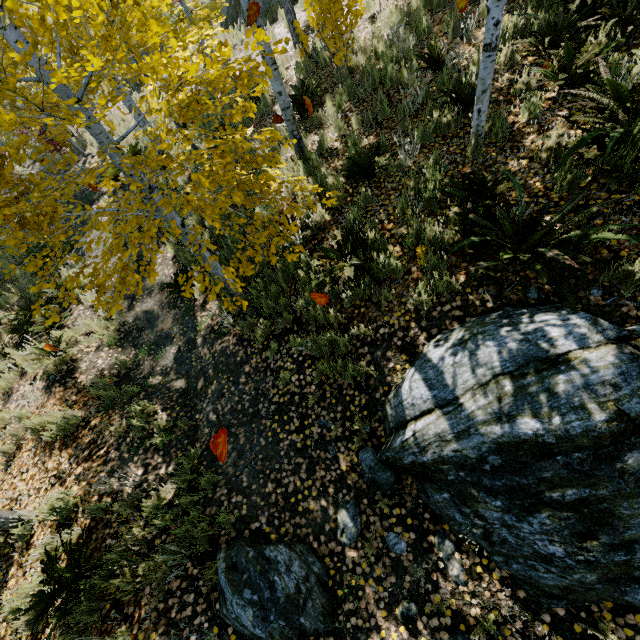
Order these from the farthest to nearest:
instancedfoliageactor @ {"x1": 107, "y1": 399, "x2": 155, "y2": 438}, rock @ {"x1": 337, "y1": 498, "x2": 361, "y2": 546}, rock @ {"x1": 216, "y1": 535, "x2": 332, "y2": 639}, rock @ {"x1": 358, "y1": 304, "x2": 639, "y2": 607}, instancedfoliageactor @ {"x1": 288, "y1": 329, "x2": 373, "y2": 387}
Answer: instancedfoliageactor @ {"x1": 107, "y1": 399, "x2": 155, "y2": 438}, instancedfoliageactor @ {"x1": 288, "y1": 329, "x2": 373, "y2": 387}, rock @ {"x1": 337, "y1": 498, "x2": 361, "y2": 546}, rock @ {"x1": 216, "y1": 535, "x2": 332, "y2": 639}, rock @ {"x1": 358, "y1": 304, "x2": 639, "y2": 607}

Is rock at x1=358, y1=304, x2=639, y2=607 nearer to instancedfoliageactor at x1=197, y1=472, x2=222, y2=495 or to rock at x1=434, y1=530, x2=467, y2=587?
instancedfoliageactor at x1=197, y1=472, x2=222, y2=495

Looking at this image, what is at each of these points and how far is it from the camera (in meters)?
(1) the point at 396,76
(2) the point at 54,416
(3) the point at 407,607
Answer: (1) instancedfoliageactor, 6.07
(2) instancedfoliageactor, 5.52
(3) rock, 3.17

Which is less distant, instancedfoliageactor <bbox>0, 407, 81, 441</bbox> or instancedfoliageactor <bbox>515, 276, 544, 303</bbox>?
instancedfoliageactor <bbox>515, 276, 544, 303</bbox>

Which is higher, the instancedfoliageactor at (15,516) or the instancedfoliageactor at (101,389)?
A: the instancedfoliageactor at (15,516)

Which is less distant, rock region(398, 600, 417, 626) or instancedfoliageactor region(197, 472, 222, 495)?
rock region(398, 600, 417, 626)

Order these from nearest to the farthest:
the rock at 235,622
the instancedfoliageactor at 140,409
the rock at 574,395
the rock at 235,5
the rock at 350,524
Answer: the rock at 574,395, the rock at 235,622, the rock at 350,524, the instancedfoliageactor at 140,409, the rock at 235,5

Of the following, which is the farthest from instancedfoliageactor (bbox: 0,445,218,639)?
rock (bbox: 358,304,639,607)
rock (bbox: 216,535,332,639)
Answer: rock (bbox: 216,535,332,639)
